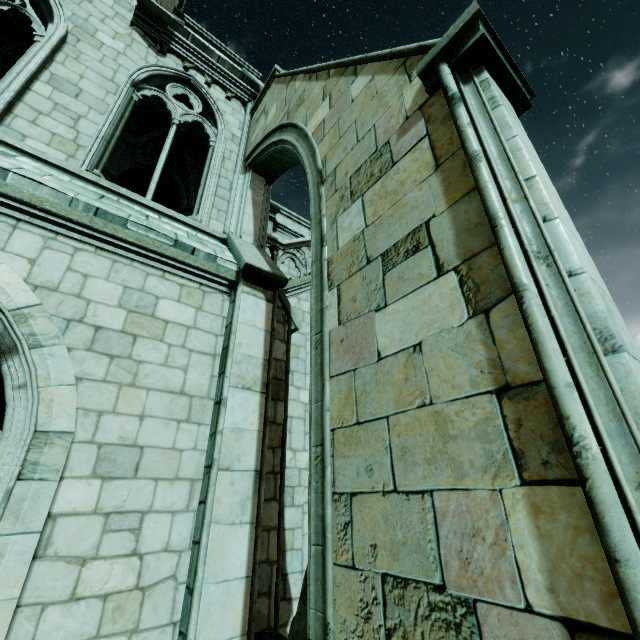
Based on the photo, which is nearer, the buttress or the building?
the buttress

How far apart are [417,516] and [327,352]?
1.4 meters

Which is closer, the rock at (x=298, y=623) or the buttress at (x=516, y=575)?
the buttress at (x=516, y=575)

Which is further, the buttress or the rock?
the rock

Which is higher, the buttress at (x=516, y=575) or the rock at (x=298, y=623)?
the buttress at (x=516, y=575)

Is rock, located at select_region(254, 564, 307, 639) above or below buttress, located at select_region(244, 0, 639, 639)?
below
